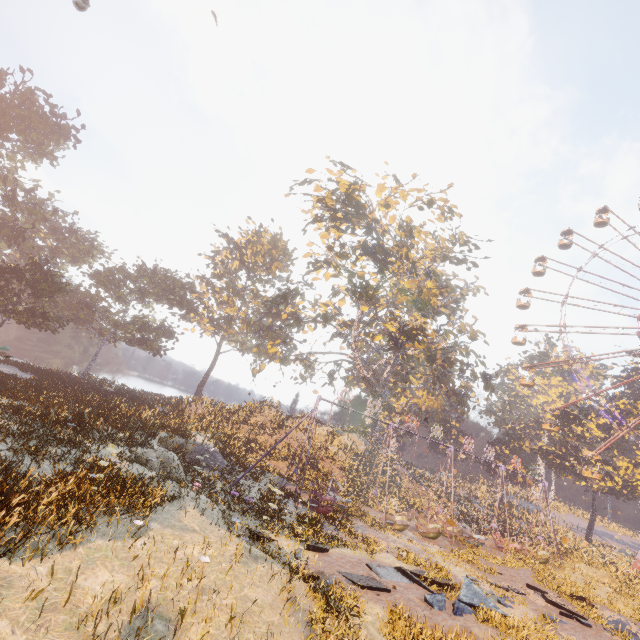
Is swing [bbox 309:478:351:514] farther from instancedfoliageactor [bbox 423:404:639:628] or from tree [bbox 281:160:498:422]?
tree [bbox 281:160:498:422]

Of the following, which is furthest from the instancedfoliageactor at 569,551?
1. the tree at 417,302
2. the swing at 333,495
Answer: the tree at 417,302

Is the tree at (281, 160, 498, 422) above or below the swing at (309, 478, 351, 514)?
above

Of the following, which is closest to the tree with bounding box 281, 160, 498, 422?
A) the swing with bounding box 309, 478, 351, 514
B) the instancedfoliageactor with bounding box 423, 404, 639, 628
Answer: the swing with bounding box 309, 478, 351, 514

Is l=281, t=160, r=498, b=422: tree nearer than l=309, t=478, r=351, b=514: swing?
No

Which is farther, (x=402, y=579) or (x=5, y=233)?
(x=5, y=233)

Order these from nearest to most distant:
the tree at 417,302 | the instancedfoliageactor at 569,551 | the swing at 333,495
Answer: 1. the swing at 333,495
2. the instancedfoliageactor at 569,551
3. the tree at 417,302

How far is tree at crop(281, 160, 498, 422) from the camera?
26.08m
